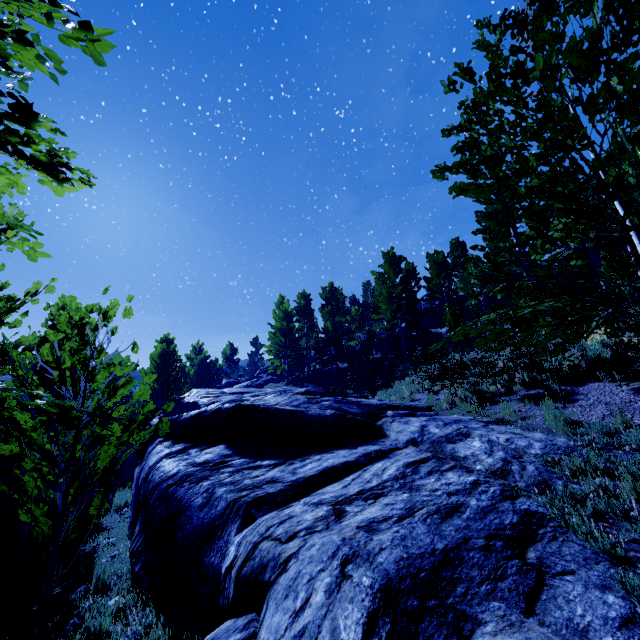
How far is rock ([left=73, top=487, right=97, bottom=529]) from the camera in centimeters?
1002cm

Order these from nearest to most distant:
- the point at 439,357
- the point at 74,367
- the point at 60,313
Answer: the point at 74,367 → the point at 60,313 → the point at 439,357

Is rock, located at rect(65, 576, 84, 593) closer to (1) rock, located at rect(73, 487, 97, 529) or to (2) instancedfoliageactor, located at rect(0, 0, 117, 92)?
(1) rock, located at rect(73, 487, 97, 529)

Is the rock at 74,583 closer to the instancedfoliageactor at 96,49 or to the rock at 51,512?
the rock at 51,512

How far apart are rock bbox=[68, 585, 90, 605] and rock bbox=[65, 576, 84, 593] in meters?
0.2 m

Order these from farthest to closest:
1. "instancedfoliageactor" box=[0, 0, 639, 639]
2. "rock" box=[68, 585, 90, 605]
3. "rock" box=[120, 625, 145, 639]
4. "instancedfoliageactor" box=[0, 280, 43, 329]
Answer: "instancedfoliageactor" box=[0, 280, 43, 329] < "rock" box=[68, 585, 90, 605] < "rock" box=[120, 625, 145, 639] < "instancedfoliageactor" box=[0, 0, 639, 639]

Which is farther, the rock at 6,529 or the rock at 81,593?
the rock at 6,529

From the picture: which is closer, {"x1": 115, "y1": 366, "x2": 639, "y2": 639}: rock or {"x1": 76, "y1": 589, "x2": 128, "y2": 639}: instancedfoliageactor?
{"x1": 115, "y1": 366, "x2": 639, "y2": 639}: rock
